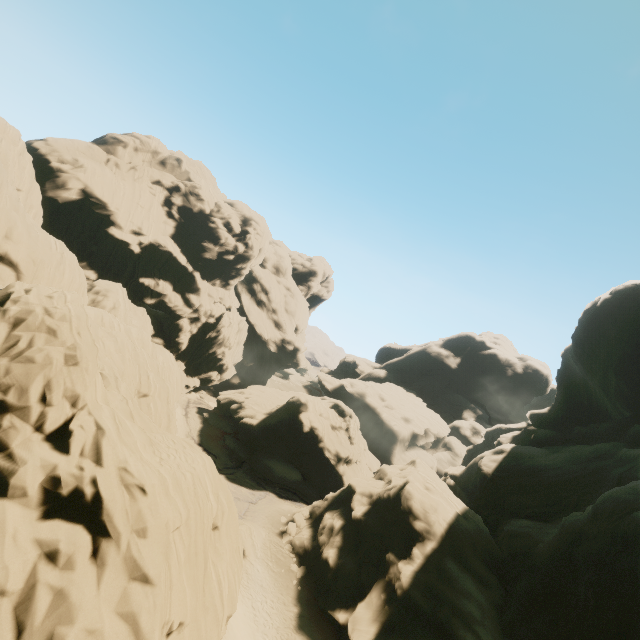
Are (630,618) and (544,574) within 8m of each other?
yes

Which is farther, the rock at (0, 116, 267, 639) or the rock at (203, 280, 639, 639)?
the rock at (203, 280, 639, 639)

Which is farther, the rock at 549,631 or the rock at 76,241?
the rock at 549,631
